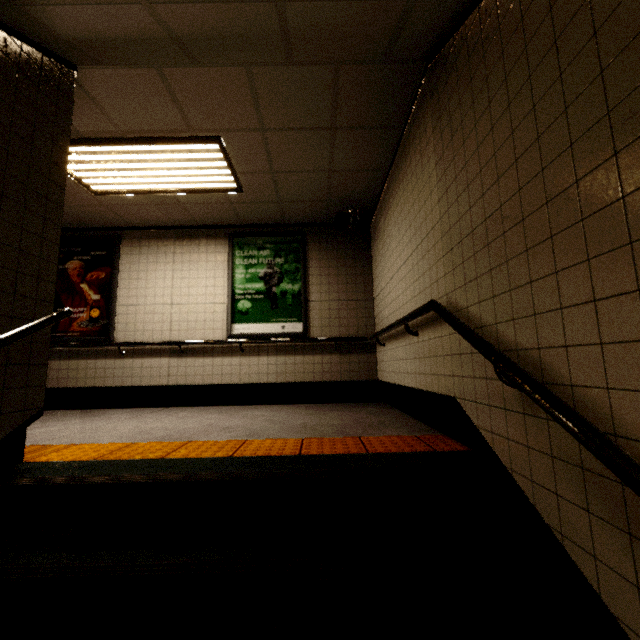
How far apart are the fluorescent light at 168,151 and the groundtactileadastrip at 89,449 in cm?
294

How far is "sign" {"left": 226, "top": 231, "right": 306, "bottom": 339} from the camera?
5.2 meters

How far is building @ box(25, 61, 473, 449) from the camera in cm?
270

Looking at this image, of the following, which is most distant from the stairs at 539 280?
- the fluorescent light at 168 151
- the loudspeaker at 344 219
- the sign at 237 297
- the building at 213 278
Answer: the sign at 237 297

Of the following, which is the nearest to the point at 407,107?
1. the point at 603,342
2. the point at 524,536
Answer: the point at 603,342

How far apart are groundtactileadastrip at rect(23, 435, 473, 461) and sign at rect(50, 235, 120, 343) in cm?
258

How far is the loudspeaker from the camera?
4.8m

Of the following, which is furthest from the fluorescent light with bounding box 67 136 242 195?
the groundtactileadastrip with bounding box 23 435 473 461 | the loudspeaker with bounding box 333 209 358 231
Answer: the groundtactileadastrip with bounding box 23 435 473 461
